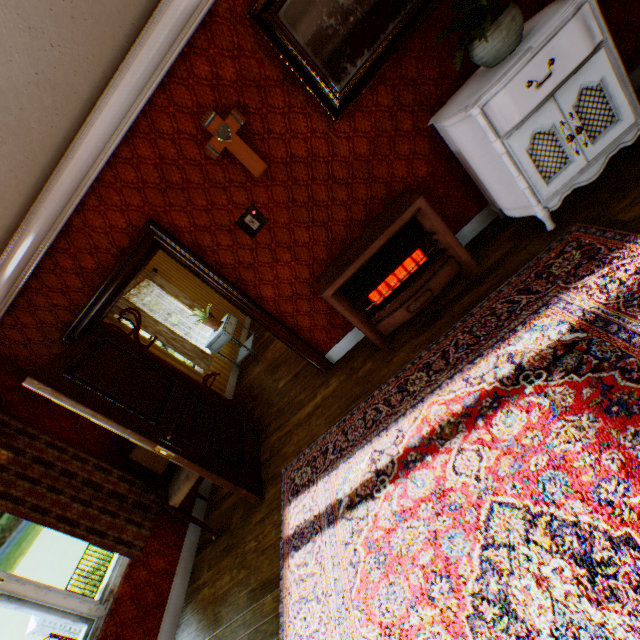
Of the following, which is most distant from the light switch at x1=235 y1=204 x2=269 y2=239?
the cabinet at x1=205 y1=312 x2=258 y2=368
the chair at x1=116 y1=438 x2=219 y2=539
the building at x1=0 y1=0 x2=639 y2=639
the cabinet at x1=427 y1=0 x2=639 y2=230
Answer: the cabinet at x1=205 y1=312 x2=258 y2=368

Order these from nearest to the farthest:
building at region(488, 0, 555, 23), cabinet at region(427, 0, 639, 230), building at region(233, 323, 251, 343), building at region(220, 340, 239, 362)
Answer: cabinet at region(427, 0, 639, 230)
building at region(488, 0, 555, 23)
building at region(220, 340, 239, 362)
building at region(233, 323, 251, 343)

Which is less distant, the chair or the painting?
the painting

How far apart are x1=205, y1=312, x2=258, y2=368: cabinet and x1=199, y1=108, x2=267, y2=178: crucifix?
3.6 meters

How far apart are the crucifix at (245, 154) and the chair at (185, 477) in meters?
2.7

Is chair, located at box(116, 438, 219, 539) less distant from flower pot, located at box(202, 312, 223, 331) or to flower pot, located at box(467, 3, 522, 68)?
flower pot, located at box(202, 312, 223, 331)

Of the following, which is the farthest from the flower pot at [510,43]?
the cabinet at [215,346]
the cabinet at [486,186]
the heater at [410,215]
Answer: the cabinet at [215,346]

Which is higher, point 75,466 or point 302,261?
point 75,466
